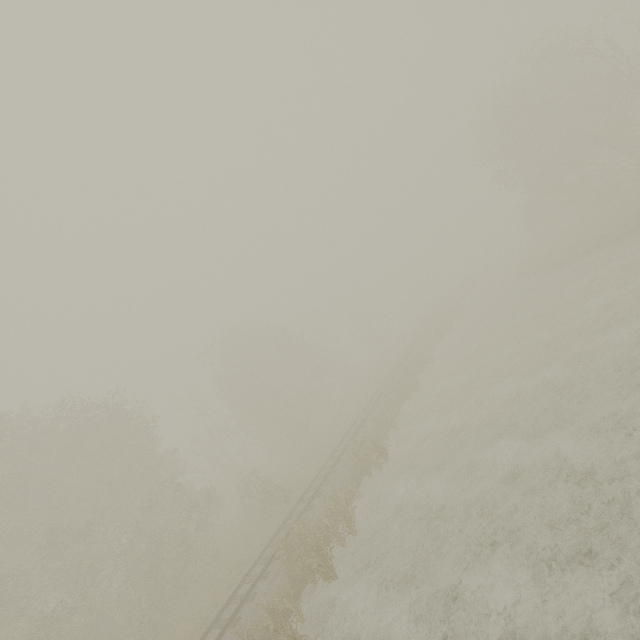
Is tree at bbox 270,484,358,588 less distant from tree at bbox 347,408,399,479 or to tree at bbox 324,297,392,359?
tree at bbox 347,408,399,479

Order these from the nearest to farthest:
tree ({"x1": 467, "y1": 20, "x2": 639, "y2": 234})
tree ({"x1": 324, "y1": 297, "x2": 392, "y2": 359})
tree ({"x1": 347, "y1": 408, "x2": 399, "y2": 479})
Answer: tree ({"x1": 347, "y1": 408, "x2": 399, "y2": 479}), tree ({"x1": 467, "y1": 20, "x2": 639, "y2": 234}), tree ({"x1": 324, "y1": 297, "x2": 392, "y2": 359})

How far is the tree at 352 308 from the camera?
54.3m

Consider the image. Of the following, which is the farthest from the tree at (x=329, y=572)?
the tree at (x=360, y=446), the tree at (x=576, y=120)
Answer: the tree at (x=576, y=120)

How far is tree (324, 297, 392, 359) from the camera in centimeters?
5431cm

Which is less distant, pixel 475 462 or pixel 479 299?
pixel 475 462

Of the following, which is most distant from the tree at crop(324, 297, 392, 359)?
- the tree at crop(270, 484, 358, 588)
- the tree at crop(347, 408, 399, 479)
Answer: the tree at crop(270, 484, 358, 588)

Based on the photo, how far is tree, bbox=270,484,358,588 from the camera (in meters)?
12.23
